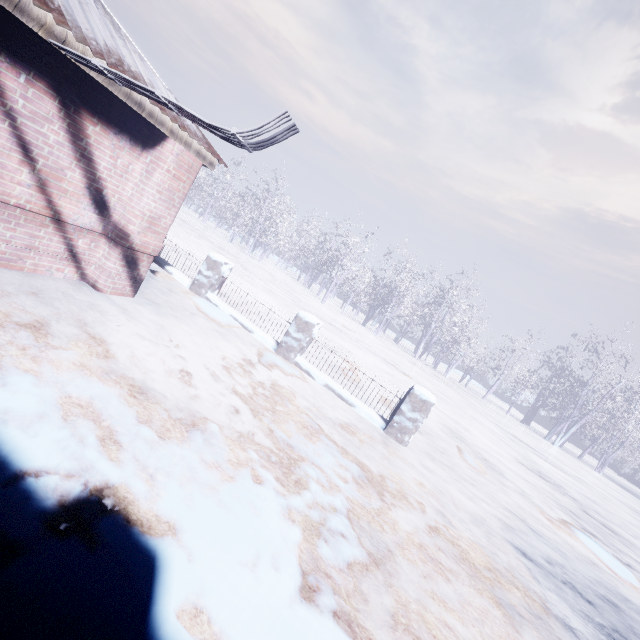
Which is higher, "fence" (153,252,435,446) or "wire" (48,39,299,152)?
"wire" (48,39,299,152)

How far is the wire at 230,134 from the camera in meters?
2.0

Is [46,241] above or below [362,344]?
above

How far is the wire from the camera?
2.04m

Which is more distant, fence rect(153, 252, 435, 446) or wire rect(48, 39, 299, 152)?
fence rect(153, 252, 435, 446)

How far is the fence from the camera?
5.2 meters

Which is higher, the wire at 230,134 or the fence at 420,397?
the wire at 230,134
